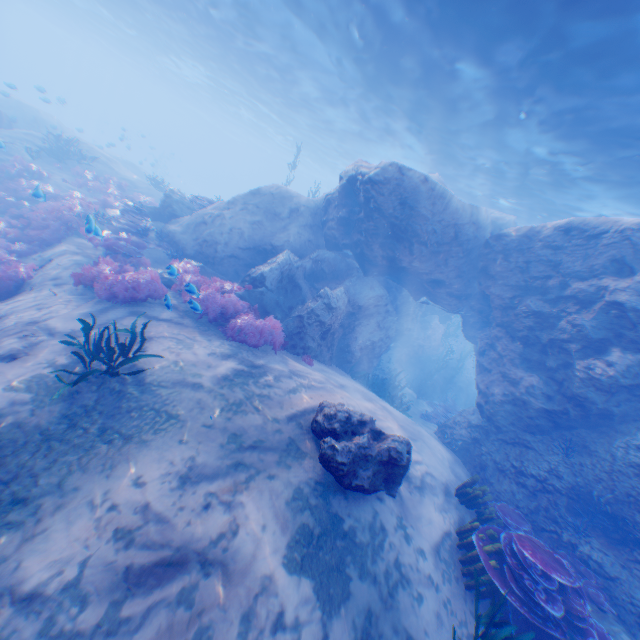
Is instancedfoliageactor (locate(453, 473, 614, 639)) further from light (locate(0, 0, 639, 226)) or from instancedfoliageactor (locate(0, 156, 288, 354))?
light (locate(0, 0, 639, 226))

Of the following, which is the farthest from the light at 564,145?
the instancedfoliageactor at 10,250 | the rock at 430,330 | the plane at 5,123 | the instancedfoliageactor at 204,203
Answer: the instancedfoliageactor at 10,250

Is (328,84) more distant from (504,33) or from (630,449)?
(630,449)

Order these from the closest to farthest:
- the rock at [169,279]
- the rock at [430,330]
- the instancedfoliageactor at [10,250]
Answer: the rock at [169,279] → the rock at [430,330] → the instancedfoliageactor at [10,250]

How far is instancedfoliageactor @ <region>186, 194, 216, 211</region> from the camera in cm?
1499

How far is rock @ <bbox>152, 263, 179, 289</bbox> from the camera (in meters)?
6.29

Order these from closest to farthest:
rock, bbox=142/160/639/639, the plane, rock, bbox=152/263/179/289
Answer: rock, bbox=152/263/179/289 < rock, bbox=142/160/639/639 < the plane

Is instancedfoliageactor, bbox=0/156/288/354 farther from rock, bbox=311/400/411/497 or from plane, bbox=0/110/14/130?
plane, bbox=0/110/14/130
